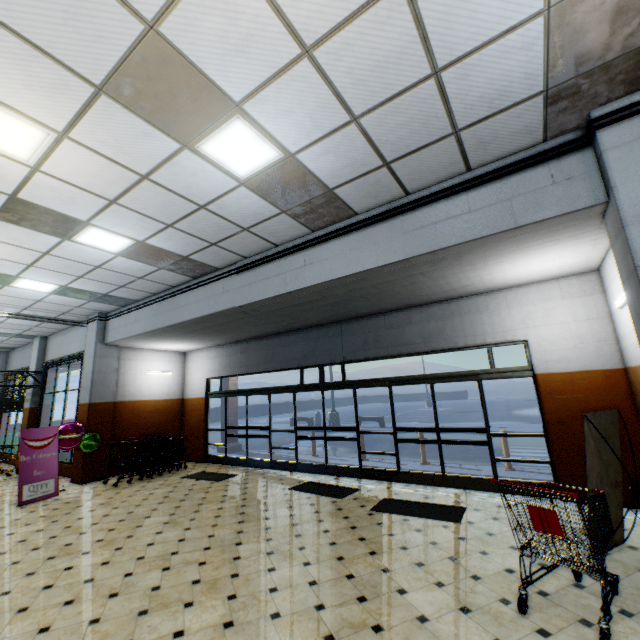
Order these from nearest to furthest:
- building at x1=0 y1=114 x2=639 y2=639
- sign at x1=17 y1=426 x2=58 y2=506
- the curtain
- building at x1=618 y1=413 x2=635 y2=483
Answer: building at x1=0 y1=114 x2=639 y2=639
building at x1=618 y1=413 x2=635 y2=483
sign at x1=17 y1=426 x2=58 y2=506
the curtain

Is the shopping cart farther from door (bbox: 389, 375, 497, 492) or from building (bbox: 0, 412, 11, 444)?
door (bbox: 389, 375, 497, 492)

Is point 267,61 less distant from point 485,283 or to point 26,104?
point 26,104

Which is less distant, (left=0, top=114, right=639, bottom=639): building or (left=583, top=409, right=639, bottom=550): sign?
(left=0, top=114, right=639, bottom=639): building

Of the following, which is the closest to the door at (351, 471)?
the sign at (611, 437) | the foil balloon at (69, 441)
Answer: the sign at (611, 437)

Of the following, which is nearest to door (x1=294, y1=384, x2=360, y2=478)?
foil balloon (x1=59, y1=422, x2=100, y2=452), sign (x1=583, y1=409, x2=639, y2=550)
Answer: sign (x1=583, y1=409, x2=639, y2=550)

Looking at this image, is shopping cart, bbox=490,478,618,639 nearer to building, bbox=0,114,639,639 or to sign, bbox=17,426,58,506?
building, bbox=0,114,639,639

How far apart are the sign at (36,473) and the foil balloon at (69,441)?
0.10m
